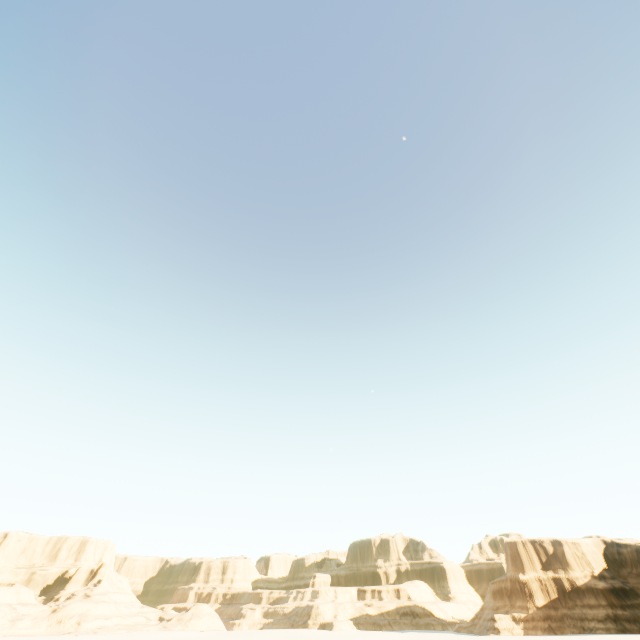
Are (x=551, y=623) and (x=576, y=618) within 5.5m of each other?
yes
